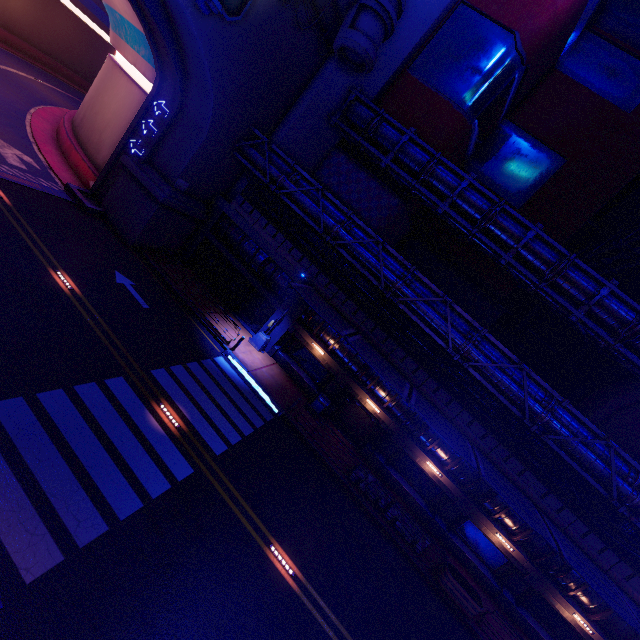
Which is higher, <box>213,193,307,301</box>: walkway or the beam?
<box>213,193,307,301</box>: walkway

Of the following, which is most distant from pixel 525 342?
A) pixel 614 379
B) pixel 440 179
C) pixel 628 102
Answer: pixel 440 179

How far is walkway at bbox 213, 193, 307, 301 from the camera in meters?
21.8

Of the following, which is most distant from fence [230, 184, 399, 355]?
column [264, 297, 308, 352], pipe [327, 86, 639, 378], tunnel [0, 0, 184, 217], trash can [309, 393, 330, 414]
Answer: pipe [327, 86, 639, 378]

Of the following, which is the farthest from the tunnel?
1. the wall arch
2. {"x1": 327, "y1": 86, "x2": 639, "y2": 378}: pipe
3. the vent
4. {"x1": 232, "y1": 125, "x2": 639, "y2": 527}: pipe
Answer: {"x1": 327, "y1": 86, "x2": 639, "y2": 378}: pipe

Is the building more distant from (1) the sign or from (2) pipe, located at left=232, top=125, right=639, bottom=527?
(1) the sign

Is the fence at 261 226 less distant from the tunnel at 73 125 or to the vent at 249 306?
the vent at 249 306

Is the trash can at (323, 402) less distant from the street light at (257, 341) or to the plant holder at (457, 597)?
the street light at (257, 341)
